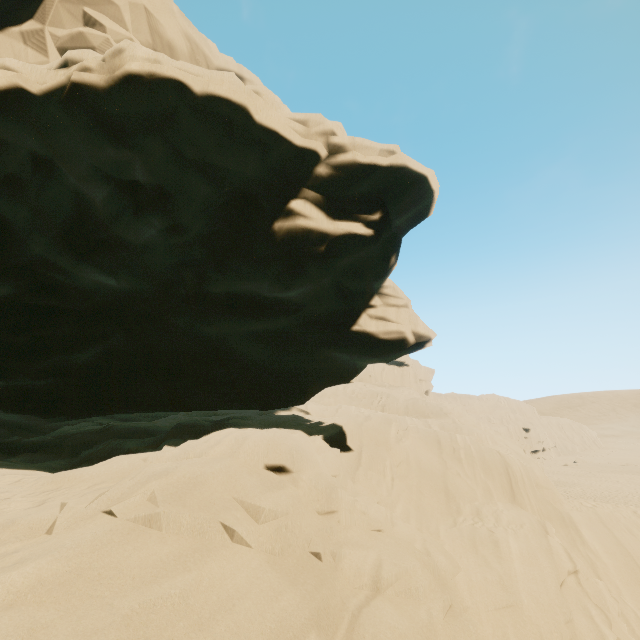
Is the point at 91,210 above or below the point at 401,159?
below
